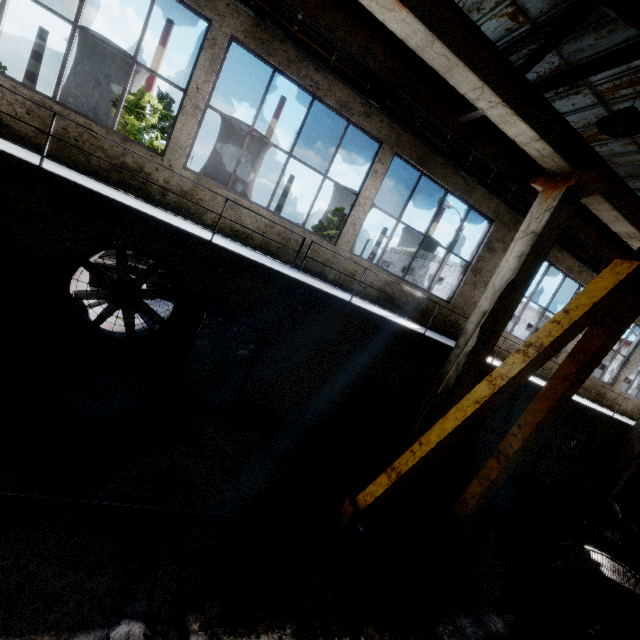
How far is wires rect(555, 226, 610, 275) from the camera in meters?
10.0

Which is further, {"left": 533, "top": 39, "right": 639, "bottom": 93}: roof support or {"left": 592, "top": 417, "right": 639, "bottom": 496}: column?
{"left": 592, "top": 417, "right": 639, "bottom": 496}: column

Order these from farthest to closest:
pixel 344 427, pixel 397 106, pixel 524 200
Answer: pixel 344 427 < pixel 524 200 < pixel 397 106

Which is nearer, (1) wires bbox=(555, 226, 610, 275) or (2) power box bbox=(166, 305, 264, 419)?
(2) power box bbox=(166, 305, 264, 419)

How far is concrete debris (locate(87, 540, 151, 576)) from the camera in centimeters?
397cm

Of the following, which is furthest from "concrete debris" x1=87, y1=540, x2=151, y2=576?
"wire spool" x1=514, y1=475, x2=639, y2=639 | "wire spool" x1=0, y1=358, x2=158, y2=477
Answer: "wire spool" x1=514, y1=475, x2=639, y2=639

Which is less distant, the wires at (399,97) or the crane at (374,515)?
the crane at (374,515)

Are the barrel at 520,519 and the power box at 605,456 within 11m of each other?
yes
